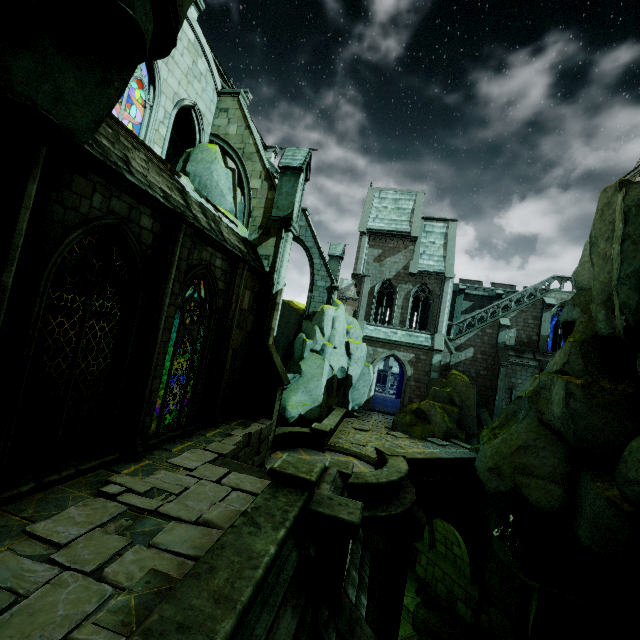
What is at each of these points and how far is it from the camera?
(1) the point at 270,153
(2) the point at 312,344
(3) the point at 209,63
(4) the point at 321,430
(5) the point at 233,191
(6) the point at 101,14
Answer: (1) building, 27.19m
(2) rock, 22.66m
(3) building, 13.76m
(4) column base, 14.90m
(5) rock, 14.45m
(6) rock, 2.93m

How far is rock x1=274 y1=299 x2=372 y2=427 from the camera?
21.21m

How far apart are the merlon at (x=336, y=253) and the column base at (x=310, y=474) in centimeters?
1908cm

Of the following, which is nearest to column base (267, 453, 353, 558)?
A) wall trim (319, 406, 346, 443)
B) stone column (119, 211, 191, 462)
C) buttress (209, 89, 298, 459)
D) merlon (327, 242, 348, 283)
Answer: stone column (119, 211, 191, 462)

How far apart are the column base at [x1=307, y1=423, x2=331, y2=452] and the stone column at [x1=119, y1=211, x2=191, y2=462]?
8.5m

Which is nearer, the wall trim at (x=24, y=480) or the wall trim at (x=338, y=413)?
the wall trim at (x=24, y=480)

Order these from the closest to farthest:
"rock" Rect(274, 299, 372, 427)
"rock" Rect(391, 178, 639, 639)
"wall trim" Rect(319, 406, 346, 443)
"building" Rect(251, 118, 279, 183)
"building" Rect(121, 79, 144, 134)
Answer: "rock" Rect(391, 178, 639, 639)
"wall trim" Rect(319, 406, 346, 443)
"building" Rect(251, 118, 279, 183)
"rock" Rect(274, 299, 372, 427)
"building" Rect(121, 79, 144, 134)

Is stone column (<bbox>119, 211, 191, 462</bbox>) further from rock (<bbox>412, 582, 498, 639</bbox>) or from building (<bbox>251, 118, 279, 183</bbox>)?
building (<bbox>251, 118, 279, 183</bbox>)
